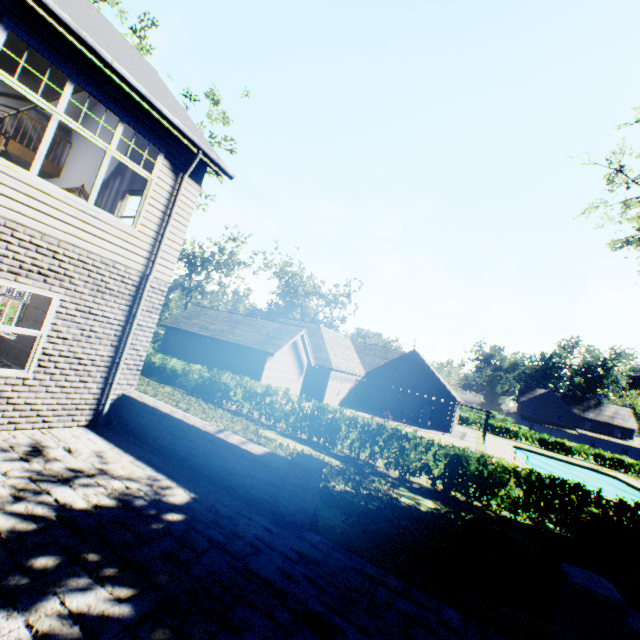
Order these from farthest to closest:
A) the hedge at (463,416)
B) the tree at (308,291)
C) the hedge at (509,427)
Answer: the tree at (308,291)
the hedge at (463,416)
the hedge at (509,427)

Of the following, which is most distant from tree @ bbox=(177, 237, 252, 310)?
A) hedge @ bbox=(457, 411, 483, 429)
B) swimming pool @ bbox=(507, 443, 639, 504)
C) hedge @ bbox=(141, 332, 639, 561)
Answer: hedge @ bbox=(141, 332, 639, 561)

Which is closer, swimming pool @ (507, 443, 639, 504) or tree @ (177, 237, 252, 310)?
swimming pool @ (507, 443, 639, 504)

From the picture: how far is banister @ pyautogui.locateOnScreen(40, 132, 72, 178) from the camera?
11.40m

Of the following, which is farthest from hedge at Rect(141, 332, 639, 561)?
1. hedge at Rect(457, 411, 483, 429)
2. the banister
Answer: hedge at Rect(457, 411, 483, 429)

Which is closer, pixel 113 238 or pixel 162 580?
pixel 162 580

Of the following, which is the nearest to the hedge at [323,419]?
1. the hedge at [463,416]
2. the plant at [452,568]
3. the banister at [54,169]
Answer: the plant at [452,568]

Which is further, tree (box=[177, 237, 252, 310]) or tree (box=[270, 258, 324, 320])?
tree (box=[270, 258, 324, 320])
